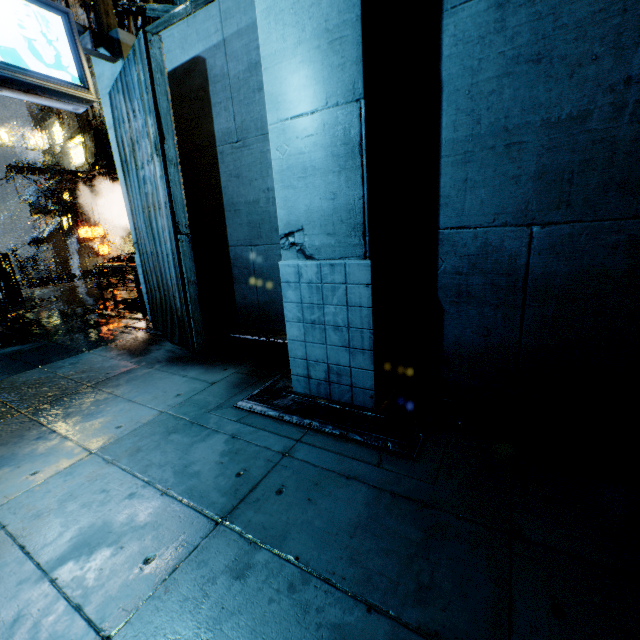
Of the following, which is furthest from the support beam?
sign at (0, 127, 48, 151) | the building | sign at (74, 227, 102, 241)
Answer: sign at (0, 127, 48, 151)

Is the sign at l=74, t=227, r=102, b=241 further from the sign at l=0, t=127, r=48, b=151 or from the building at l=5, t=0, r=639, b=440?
the sign at l=0, t=127, r=48, b=151

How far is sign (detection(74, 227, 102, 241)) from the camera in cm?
2353

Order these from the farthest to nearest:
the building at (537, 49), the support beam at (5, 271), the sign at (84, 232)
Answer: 1. the sign at (84, 232)
2. the support beam at (5, 271)
3. the building at (537, 49)

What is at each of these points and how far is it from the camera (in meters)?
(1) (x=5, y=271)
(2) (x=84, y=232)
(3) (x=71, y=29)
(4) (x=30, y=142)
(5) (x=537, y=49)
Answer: (1) support beam, 13.67
(2) sign, 23.86
(3) sign, 4.35
(4) sign, 25.97
(5) building, 2.70

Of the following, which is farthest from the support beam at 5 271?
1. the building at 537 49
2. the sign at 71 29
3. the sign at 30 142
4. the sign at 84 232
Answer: the sign at 30 142

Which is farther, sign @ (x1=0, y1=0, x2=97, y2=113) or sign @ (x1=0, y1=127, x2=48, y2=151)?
sign @ (x1=0, y1=127, x2=48, y2=151)

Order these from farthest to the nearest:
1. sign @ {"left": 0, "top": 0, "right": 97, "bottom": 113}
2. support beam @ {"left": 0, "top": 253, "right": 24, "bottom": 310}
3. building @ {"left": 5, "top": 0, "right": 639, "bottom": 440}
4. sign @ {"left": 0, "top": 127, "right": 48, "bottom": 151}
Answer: sign @ {"left": 0, "top": 127, "right": 48, "bottom": 151}, support beam @ {"left": 0, "top": 253, "right": 24, "bottom": 310}, sign @ {"left": 0, "top": 0, "right": 97, "bottom": 113}, building @ {"left": 5, "top": 0, "right": 639, "bottom": 440}
